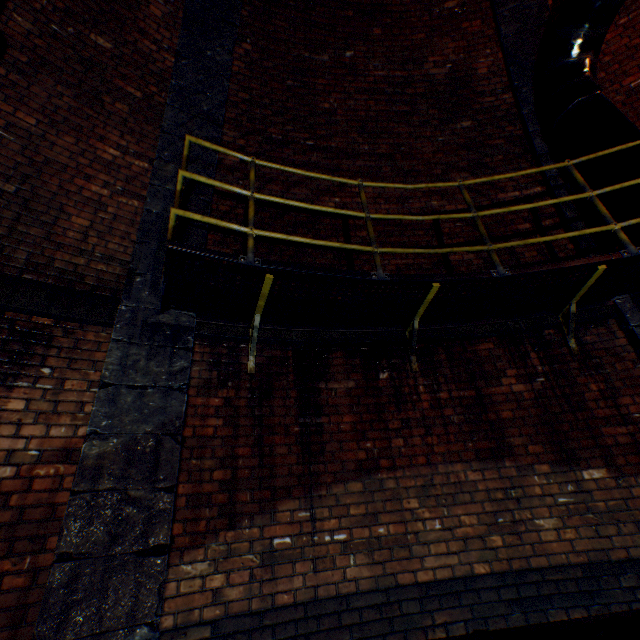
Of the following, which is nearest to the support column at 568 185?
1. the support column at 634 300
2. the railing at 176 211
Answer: the support column at 634 300

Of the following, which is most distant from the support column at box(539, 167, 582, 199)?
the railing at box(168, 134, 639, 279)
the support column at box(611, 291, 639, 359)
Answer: the railing at box(168, 134, 639, 279)

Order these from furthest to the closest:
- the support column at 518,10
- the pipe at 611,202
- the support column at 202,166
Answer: the support column at 518,10
the support column at 202,166
the pipe at 611,202

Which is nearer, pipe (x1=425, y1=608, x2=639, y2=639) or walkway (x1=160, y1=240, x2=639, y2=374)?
pipe (x1=425, y1=608, x2=639, y2=639)

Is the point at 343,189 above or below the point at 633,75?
below

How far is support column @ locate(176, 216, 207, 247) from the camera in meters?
3.6 m

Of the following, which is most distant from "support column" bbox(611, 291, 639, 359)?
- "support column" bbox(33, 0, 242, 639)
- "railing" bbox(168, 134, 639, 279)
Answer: "support column" bbox(33, 0, 242, 639)

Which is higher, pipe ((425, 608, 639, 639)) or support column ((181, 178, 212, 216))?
support column ((181, 178, 212, 216))
